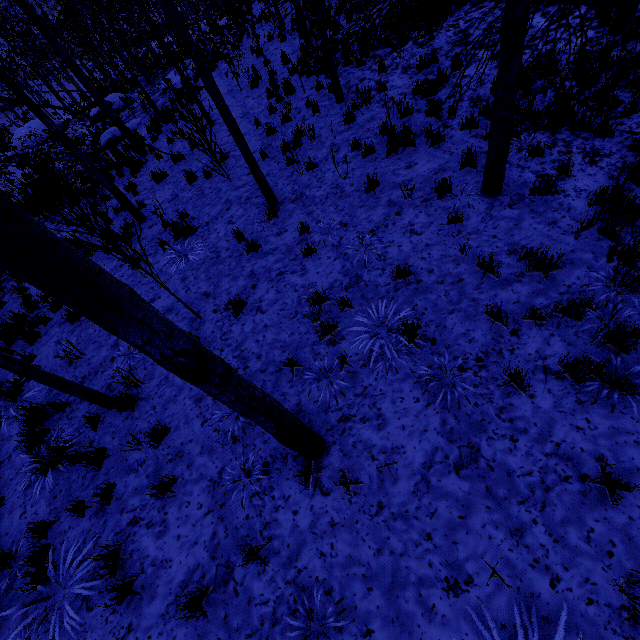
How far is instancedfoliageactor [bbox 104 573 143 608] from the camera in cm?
342

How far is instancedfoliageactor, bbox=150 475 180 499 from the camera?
4.01m

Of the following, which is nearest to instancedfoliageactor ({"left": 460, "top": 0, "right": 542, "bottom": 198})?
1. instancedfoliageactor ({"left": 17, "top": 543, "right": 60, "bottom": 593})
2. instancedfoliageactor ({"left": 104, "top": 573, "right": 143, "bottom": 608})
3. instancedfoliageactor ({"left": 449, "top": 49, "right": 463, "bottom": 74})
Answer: instancedfoliageactor ({"left": 104, "top": 573, "right": 143, "bottom": 608})

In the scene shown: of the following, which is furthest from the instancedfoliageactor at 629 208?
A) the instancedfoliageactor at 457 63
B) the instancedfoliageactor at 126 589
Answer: the instancedfoliageactor at 457 63

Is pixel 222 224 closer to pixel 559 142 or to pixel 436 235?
pixel 436 235

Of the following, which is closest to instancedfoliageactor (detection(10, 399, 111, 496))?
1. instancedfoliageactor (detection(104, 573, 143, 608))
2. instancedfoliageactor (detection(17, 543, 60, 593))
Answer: instancedfoliageactor (detection(104, 573, 143, 608))

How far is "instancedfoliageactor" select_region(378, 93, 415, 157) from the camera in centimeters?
671cm
